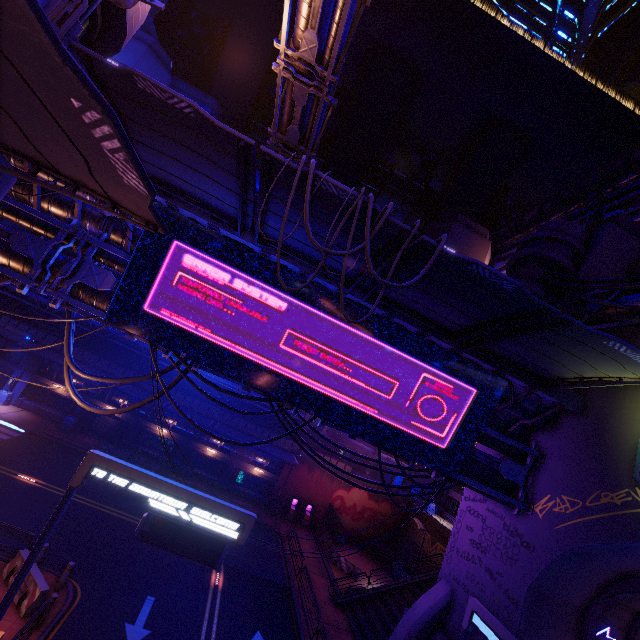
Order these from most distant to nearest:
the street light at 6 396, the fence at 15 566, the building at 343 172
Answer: the building at 343 172 → the street light at 6 396 → the fence at 15 566

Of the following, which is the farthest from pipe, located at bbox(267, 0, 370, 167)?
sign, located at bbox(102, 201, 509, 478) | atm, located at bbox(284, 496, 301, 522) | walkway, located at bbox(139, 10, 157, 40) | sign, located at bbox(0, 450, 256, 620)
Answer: walkway, located at bbox(139, 10, 157, 40)

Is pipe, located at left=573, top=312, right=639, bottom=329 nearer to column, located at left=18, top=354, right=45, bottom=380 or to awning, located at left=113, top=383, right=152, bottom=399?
awning, located at left=113, top=383, right=152, bottom=399

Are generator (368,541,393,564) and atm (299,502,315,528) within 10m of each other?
yes

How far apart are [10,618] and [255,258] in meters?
15.4 m

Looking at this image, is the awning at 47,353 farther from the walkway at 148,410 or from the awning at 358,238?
the awning at 358,238

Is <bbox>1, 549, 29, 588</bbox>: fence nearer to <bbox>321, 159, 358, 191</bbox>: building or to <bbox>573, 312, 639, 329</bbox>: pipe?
<bbox>573, 312, 639, 329</bbox>: pipe

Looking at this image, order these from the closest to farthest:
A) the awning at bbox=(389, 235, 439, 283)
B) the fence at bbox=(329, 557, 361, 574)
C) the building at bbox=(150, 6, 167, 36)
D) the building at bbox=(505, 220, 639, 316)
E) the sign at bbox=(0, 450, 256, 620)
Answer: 1. the awning at bbox=(389, 235, 439, 283)
2. the sign at bbox=(0, 450, 256, 620)
3. the building at bbox=(505, 220, 639, 316)
4. the fence at bbox=(329, 557, 361, 574)
5. the building at bbox=(150, 6, 167, 36)
